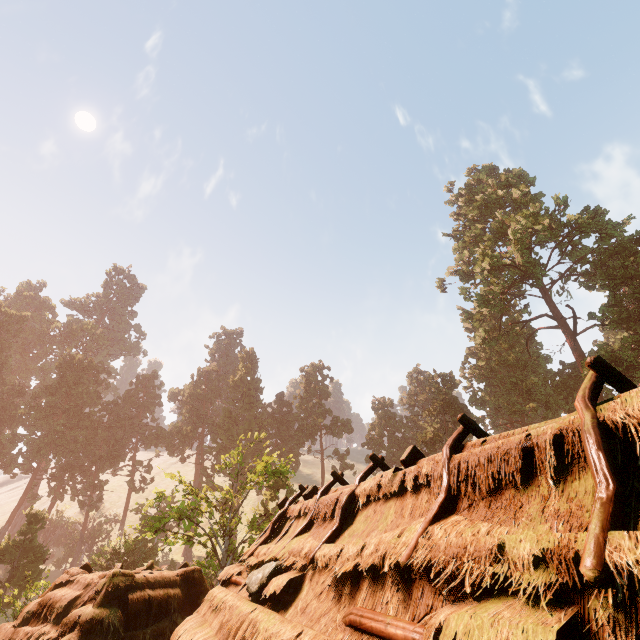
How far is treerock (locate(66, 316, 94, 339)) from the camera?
57.7 meters

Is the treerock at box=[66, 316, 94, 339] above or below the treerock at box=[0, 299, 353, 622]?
above

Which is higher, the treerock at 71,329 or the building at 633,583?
the treerock at 71,329

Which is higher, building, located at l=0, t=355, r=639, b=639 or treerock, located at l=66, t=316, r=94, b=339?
treerock, located at l=66, t=316, r=94, b=339

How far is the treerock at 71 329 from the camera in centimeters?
5772cm

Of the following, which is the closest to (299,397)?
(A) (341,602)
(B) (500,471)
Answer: (A) (341,602)

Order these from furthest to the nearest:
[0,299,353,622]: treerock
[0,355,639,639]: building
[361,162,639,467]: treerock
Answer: [361,162,639,467]: treerock, [0,299,353,622]: treerock, [0,355,639,639]: building
